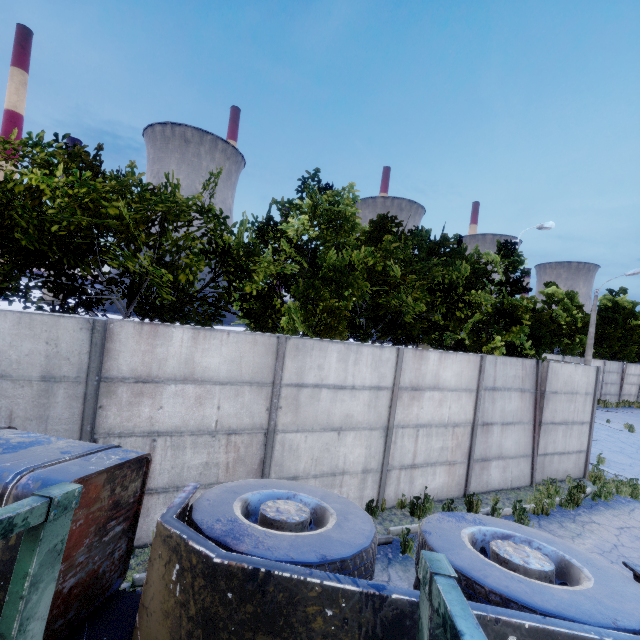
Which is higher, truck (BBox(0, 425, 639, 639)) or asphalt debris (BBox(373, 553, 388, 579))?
truck (BBox(0, 425, 639, 639))

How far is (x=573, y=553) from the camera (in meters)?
2.19

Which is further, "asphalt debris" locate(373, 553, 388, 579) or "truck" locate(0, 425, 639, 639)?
"asphalt debris" locate(373, 553, 388, 579)

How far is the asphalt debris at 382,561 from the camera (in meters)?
5.32

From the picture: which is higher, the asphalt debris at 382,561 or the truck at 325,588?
the truck at 325,588

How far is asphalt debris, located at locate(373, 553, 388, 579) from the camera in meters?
5.3 m
